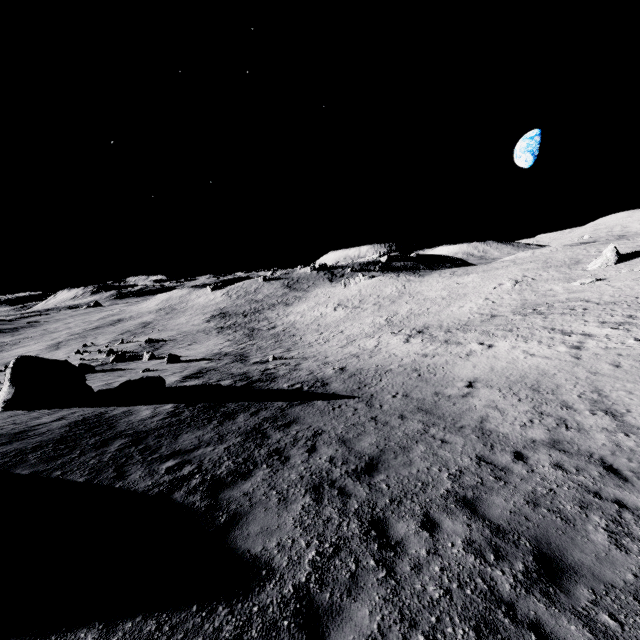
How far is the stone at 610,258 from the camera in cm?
3444

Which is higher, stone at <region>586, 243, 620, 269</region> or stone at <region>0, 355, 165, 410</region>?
stone at <region>586, 243, 620, 269</region>

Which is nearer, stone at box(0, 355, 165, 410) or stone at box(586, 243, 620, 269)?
stone at box(0, 355, 165, 410)

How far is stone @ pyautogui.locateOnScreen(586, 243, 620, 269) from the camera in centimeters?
Result: 3444cm

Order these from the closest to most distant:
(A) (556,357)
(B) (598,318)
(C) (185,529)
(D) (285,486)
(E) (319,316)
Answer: (C) (185,529)
(D) (285,486)
(A) (556,357)
(B) (598,318)
(E) (319,316)

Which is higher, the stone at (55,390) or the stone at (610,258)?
the stone at (610,258)
